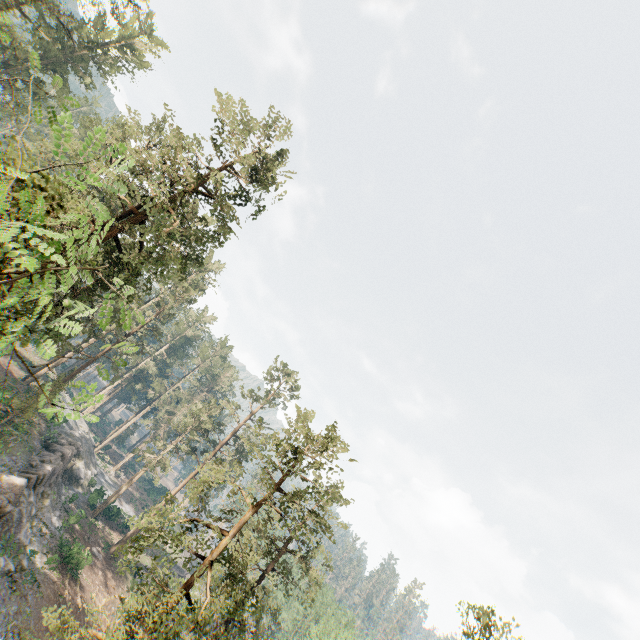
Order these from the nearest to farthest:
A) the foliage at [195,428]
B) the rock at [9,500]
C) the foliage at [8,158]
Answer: the foliage at [8,158] → the foliage at [195,428] → the rock at [9,500]

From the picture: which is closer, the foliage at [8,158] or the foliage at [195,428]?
the foliage at [8,158]

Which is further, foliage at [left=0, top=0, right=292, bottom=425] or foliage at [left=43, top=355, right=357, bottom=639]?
foliage at [left=43, top=355, right=357, bottom=639]

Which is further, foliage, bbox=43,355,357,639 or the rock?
the rock

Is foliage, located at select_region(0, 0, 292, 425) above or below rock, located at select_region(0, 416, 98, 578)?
above

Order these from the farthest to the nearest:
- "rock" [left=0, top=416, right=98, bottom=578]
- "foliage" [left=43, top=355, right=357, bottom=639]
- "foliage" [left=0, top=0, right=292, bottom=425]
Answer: "rock" [left=0, top=416, right=98, bottom=578] < "foliage" [left=43, top=355, right=357, bottom=639] < "foliage" [left=0, top=0, right=292, bottom=425]

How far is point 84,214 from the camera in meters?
10.4 m
